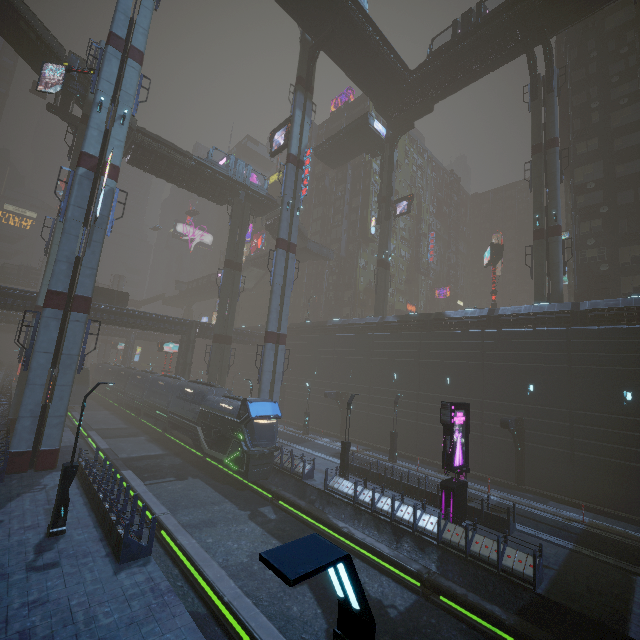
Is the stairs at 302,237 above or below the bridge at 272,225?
below

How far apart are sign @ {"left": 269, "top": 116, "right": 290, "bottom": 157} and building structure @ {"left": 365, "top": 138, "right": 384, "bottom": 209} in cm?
1542

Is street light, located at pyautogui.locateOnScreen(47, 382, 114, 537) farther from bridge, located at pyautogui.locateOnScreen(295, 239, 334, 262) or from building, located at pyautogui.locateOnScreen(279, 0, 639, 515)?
bridge, located at pyautogui.locateOnScreen(295, 239, 334, 262)

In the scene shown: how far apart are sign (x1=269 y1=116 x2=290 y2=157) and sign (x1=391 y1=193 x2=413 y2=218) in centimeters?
1663cm

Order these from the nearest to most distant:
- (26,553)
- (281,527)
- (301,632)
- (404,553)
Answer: (301,632)
(26,553)
(404,553)
(281,527)

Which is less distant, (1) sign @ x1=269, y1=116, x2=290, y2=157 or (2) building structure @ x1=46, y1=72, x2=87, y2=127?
(2) building structure @ x1=46, y1=72, x2=87, y2=127

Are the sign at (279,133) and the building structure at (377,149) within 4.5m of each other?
no

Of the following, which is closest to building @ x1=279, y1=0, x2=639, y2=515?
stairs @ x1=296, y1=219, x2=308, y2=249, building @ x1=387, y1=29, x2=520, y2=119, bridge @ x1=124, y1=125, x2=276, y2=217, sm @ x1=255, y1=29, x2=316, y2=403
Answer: bridge @ x1=124, y1=125, x2=276, y2=217
